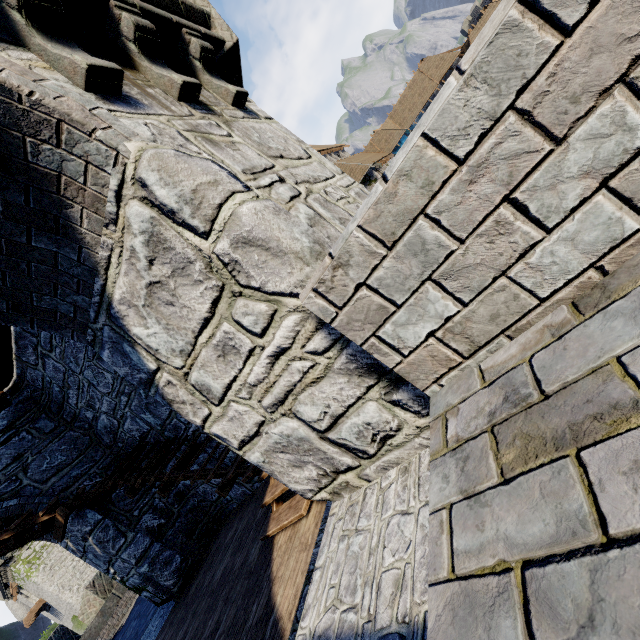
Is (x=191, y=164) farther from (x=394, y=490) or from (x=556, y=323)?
(x=394, y=490)

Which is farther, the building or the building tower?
the building tower

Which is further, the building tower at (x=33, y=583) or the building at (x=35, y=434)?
the building tower at (x=33, y=583)
